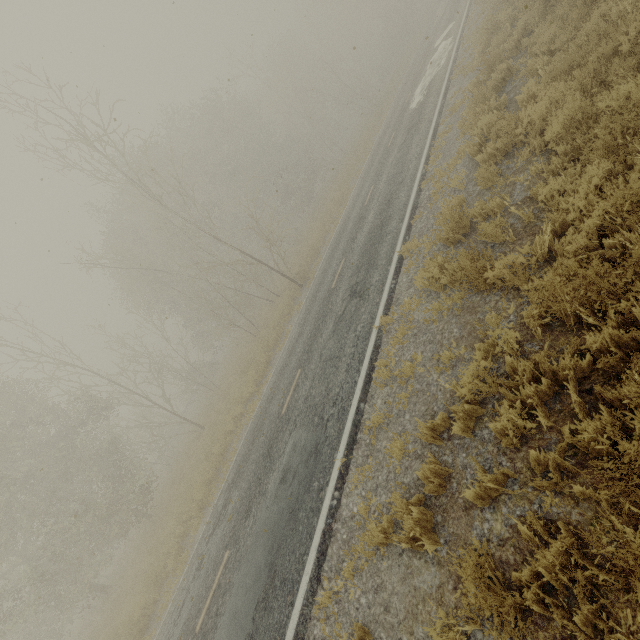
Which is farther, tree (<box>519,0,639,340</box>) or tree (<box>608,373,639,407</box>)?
tree (<box>519,0,639,340</box>)

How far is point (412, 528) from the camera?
3.7 meters

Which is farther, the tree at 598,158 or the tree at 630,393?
the tree at 598,158
